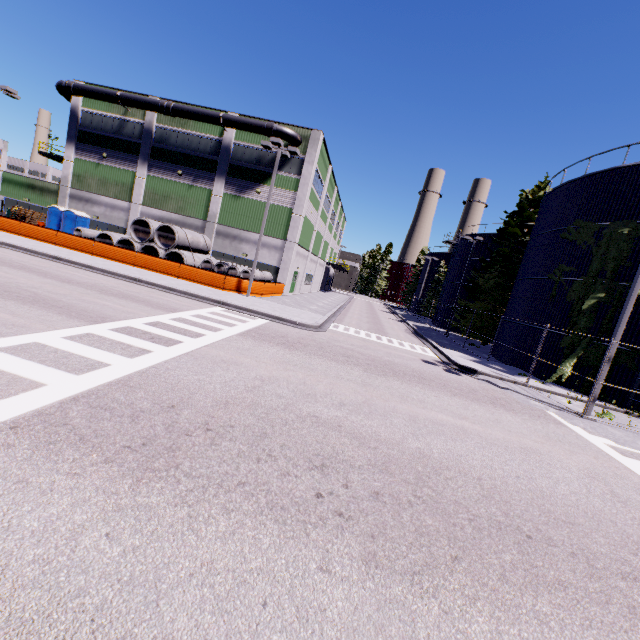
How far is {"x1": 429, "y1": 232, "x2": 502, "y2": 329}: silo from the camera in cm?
3872

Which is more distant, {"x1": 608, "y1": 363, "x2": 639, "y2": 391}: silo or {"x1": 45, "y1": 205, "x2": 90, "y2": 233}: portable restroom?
{"x1": 45, "y1": 205, "x2": 90, "y2": 233}: portable restroom

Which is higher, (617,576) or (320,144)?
(320,144)

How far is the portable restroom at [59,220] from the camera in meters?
30.5 m

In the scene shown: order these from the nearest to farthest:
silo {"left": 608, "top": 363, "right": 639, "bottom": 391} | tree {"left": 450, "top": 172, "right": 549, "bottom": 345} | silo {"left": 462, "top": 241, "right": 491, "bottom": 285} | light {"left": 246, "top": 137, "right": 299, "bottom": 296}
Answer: silo {"left": 608, "top": 363, "right": 639, "bottom": 391}
light {"left": 246, "top": 137, "right": 299, "bottom": 296}
tree {"left": 450, "top": 172, "right": 549, "bottom": 345}
silo {"left": 462, "top": 241, "right": 491, "bottom": 285}

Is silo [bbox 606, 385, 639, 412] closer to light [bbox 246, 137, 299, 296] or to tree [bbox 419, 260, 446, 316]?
tree [bbox 419, 260, 446, 316]

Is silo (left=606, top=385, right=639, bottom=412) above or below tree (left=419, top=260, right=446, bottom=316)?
below

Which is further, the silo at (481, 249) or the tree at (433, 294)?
the tree at (433, 294)
